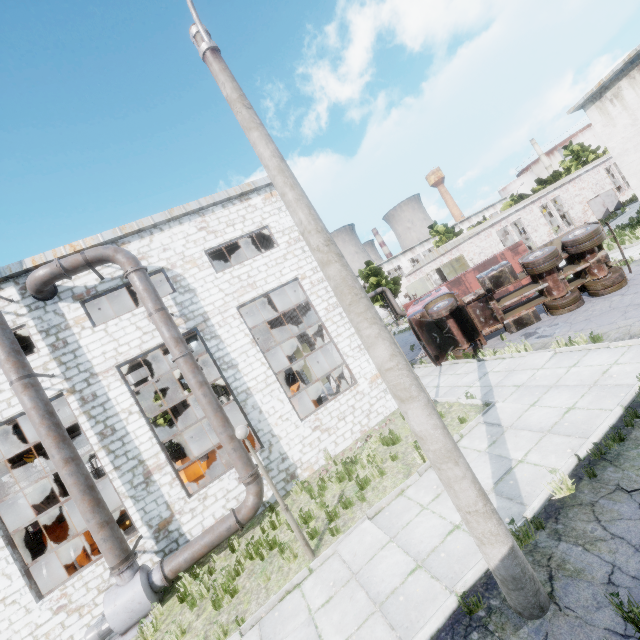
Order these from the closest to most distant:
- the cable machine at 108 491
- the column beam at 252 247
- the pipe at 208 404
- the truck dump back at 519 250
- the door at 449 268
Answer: the pipe at 208 404 → the column beam at 252 247 → the truck dump back at 519 250 → the cable machine at 108 491 → the door at 449 268

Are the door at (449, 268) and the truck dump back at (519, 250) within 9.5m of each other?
yes

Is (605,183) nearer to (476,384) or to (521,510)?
(476,384)

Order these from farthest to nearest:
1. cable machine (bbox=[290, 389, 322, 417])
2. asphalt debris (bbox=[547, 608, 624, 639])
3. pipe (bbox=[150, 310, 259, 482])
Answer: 1. cable machine (bbox=[290, 389, 322, 417])
2. pipe (bbox=[150, 310, 259, 482])
3. asphalt debris (bbox=[547, 608, 624, 639])

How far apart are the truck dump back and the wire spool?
29.8m

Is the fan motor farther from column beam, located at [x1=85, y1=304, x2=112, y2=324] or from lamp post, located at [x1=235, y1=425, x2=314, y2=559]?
column beam, located at [x1=85, y1=304, x2=112, y2=324]

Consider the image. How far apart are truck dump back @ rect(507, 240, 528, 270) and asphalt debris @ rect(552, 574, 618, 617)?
19.3m

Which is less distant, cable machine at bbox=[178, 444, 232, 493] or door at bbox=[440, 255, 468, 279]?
cable machine at bbox=[178, 444, 232, 493]
